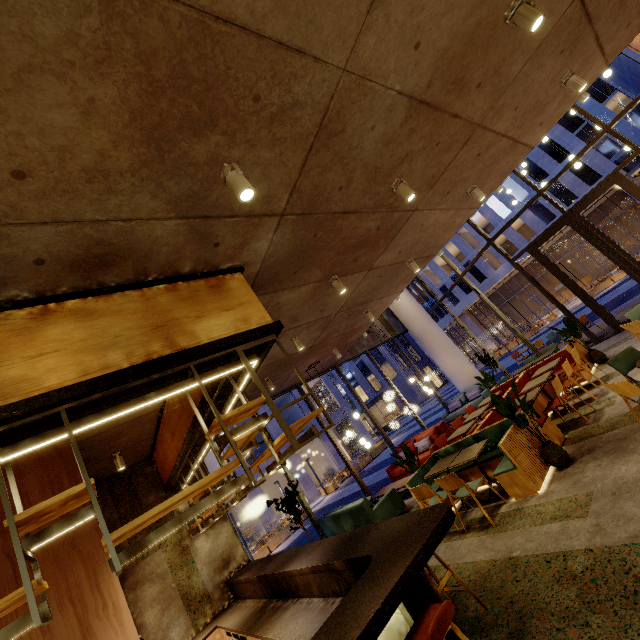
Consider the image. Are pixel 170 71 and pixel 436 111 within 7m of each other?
yes

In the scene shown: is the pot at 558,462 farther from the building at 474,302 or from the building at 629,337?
the building at 474,302

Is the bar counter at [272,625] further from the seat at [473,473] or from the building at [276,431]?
the building at [276,431]

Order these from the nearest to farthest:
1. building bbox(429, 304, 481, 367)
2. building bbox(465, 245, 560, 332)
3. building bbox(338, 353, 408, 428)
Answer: building bbox(465, 245, 560, 332), building bbox(429, 304, 481, 367), building bbox(338, 353, 408, 428)

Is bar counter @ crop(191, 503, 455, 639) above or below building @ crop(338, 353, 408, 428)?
below

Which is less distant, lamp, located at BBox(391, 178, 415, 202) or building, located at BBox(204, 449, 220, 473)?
lamp, located at BBox(391, 178, 415, 202)

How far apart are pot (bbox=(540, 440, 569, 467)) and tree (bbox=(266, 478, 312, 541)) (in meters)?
5.92

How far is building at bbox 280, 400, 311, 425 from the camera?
30.6 meters
